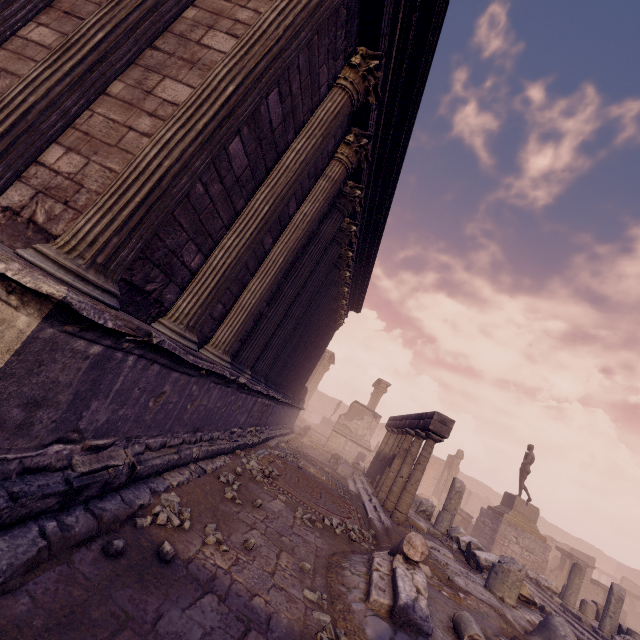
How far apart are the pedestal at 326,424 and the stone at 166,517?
28.71m

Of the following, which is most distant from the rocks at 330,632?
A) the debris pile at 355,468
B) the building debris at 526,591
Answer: the debris pile at 355,468

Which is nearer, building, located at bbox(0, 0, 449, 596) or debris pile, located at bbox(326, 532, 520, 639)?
building, located at bbox(0, 0, 449, 596)

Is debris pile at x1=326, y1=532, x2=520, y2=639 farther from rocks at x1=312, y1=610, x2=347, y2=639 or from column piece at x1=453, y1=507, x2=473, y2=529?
column piece at x1=453, y1=507, x2=473, y2=529

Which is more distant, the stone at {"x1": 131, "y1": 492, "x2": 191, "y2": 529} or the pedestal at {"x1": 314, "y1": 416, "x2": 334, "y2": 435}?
the pedestal at {"x1": 314, "y1": 416, "x2": 334, "y2": 435}

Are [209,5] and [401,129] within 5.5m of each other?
yes

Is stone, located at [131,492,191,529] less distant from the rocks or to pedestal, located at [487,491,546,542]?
the rocks

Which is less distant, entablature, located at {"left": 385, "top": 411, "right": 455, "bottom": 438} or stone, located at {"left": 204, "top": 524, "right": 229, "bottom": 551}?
stone, located at {"left": 204, "top": 524, "right": 229, "bottom": 551}
